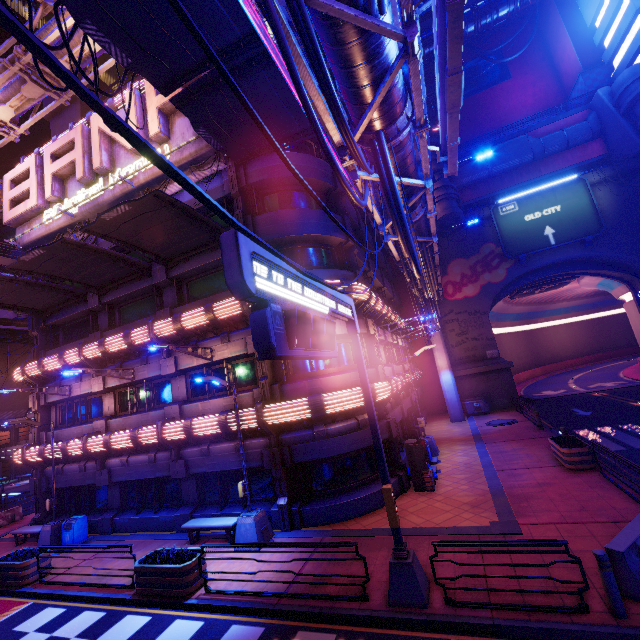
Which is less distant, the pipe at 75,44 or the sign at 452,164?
the sign at 452,164

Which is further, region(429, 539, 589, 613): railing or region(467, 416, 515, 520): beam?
region(467, 416, 515, 520): beam

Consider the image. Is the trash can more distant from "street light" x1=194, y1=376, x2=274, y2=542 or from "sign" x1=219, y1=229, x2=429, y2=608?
"sign" x1=219, y1=229, x2=429, y2=608

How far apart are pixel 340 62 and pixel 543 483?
14.83m

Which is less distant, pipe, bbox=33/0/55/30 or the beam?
the beam

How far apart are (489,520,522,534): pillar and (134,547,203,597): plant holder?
8.5m

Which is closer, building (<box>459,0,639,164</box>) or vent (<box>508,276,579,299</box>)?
building (<box>459,0,639,164</box>)

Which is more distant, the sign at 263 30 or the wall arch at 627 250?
the wall arch at 627 250
